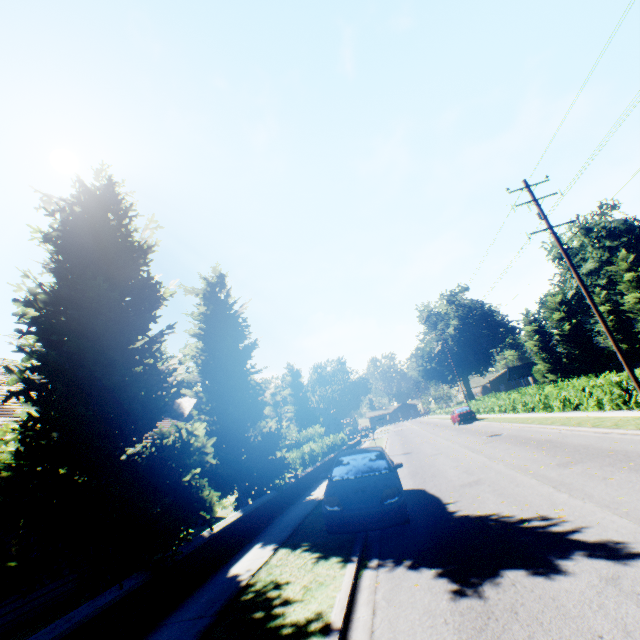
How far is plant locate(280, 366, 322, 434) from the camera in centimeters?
5616cm

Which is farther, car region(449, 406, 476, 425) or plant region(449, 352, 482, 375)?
plant region(449, 352, 482, 375)

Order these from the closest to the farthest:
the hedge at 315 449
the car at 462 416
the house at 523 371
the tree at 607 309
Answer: the hedge at 315 449 → the car at 462 416 → the tree at 607 309 → the house at 523 371

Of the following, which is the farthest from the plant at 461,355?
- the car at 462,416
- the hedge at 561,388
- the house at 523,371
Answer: the car at 462,416

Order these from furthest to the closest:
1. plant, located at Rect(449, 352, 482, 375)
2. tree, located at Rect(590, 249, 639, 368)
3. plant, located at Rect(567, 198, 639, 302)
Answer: plant, located at Rect(449, 352, 482, 375), plant, located at Rect(567, 198, 639, 302), tree, located at Rect(590, 249, 639, 368)

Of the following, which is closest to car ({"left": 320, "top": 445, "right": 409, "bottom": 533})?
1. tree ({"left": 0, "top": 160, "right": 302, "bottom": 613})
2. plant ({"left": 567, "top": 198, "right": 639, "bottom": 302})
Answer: tree ({"left": 0, "top": 160, "right": 302, "bottom": 613})

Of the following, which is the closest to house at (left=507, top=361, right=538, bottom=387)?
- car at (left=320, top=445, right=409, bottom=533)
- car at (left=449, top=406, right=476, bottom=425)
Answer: car at (left=449, top=406, right=476, bottom=425)

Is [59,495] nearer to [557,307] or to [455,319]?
[557,307]
